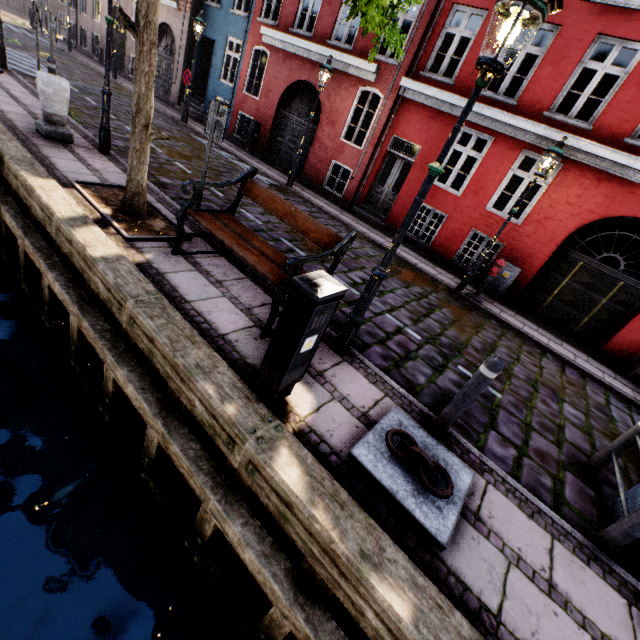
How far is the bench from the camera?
3.69m

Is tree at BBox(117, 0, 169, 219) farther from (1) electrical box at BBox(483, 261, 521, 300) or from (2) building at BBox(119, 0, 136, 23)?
(1) electrical box at BBox(483, 261, 521, 300)

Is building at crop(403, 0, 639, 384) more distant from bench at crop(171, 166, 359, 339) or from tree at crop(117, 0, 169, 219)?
bench at crop(171, 166, 359, 339)

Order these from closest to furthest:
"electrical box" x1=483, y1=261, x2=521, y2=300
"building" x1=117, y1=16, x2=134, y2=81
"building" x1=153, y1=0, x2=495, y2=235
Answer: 1. "electrical box" x1=483, y1=261, x2=521, y2=300
2. "building" x1=153, y1=0, x2=495, y2=235
3. "building" x1=117, y1=16, x2=134, y2=81

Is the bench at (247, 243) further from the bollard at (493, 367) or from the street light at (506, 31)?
the bollard at (493, 367)

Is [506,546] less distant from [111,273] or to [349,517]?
[349,517]

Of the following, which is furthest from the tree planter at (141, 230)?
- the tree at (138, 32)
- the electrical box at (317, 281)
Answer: the electrical box at (317, 281)

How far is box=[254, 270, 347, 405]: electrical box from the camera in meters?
2.5 m
